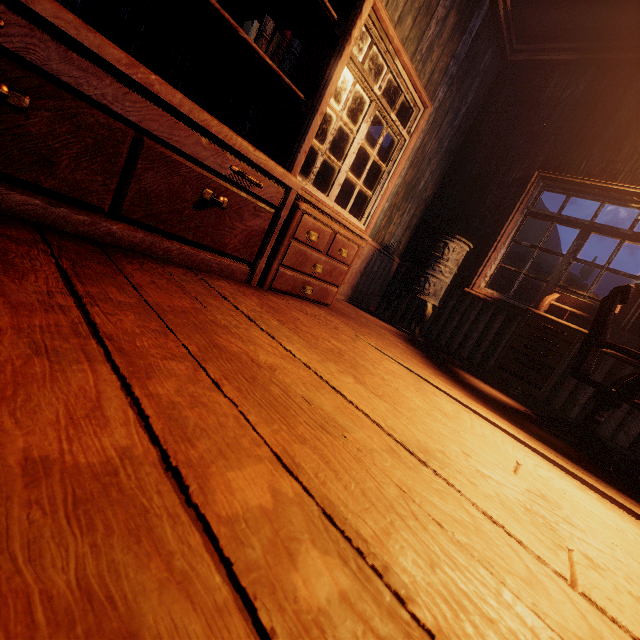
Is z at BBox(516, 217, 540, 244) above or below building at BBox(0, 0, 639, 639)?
above

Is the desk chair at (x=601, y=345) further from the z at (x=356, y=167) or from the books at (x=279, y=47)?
the books at (x=279, y=47)

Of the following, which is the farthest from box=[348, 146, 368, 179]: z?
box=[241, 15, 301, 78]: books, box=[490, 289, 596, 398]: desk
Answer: box=[241, 15, 301, 78]: books

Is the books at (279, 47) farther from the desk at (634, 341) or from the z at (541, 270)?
the z at (541, 270)

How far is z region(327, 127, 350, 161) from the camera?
13.4 meters

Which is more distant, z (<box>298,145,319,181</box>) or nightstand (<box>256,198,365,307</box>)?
z (<box>298,145,319,181</box>)

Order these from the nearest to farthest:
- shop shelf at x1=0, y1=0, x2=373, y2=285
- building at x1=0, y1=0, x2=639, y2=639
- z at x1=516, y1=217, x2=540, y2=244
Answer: building at x1=0, y1=0, x2=639, y2=639
shop shelf at x1=0, y1=0, x2=373, y2=285
z at x1=516, y1=217, x2=540, y2=244

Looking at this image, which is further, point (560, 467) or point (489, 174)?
point (489, 174)
